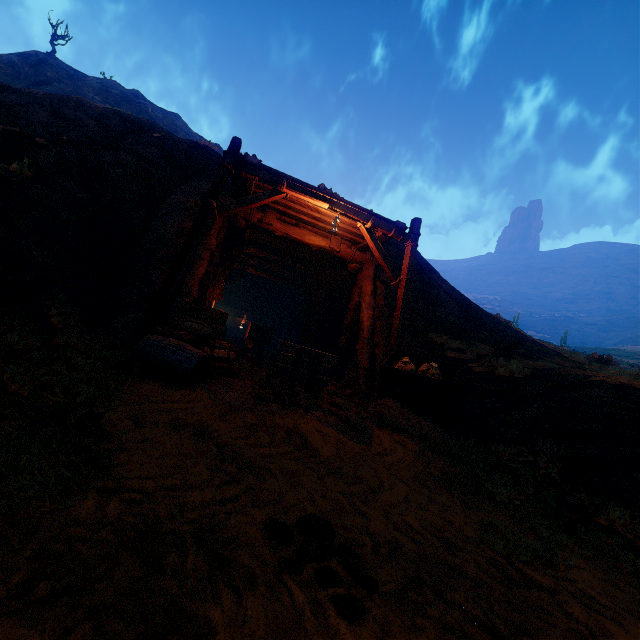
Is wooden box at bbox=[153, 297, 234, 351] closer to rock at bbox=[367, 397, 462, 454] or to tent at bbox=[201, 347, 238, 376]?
tent at bbox=[201, 347, 238, 376]

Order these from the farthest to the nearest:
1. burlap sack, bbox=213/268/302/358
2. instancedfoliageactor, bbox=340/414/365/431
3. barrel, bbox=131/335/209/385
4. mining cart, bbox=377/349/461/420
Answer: burlap sack, bbox=213/268/302/358
mining cart, bbox=377/349/461/420
instancedfoliageactor, bbox=340/414/365/431
barrel, bbox=131/335/209/385

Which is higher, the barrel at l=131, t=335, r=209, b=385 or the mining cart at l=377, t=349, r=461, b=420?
the mining cart at l=377, t=349, r=461, b=420

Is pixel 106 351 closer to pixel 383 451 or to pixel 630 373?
pixel 383 451

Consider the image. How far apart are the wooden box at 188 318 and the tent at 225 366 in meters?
0.0 m

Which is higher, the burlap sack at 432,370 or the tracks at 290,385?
the burlap sack at 432,370

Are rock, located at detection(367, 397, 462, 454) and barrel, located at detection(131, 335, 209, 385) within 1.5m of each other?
no

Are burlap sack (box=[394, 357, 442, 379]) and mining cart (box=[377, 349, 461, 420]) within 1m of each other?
yes
